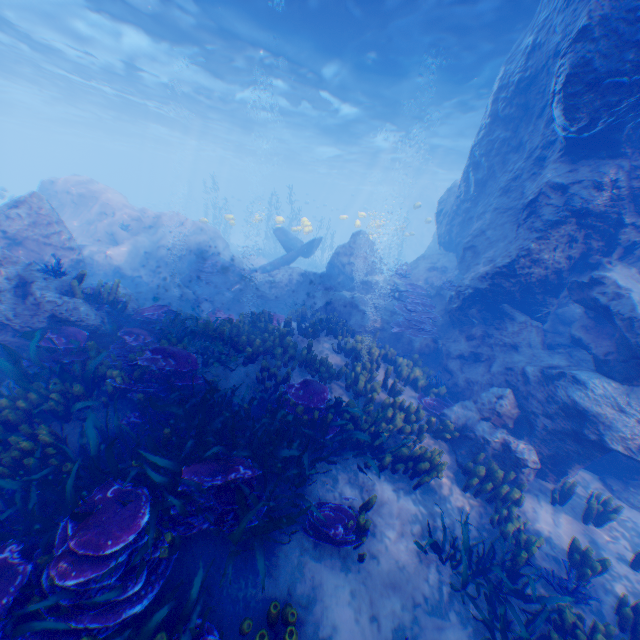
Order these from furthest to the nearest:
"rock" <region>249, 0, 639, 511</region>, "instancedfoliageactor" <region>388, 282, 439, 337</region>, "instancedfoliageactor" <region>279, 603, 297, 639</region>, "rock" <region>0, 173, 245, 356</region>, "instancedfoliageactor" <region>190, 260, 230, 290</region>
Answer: "instancedfoliageactor" <region>190, 260, 230, 290</region> → "instancedfoliageactor" <region>388, 282, 439, 337</region> → "rock" <region>0, 173, 245, 356</region> → "rock" <region>249, 0, 639, 511</region> → "instancedfoliageactor" <region>279, 603, 297, 639</region>

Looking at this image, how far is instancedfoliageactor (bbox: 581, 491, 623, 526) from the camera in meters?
6.7 m

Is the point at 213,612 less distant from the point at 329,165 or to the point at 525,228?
the point at 525,228

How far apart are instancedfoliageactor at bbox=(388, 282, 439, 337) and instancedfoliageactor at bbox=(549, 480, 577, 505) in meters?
5.2 m

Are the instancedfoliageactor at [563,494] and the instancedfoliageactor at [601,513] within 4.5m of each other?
yes

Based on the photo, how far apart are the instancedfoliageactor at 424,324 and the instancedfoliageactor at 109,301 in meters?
8.1 m

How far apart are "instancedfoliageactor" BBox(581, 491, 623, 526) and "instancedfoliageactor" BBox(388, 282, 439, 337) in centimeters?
564cm

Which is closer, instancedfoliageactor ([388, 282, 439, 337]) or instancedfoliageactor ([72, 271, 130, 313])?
instancedfoliageactor ([72, 271, 130, 313])
